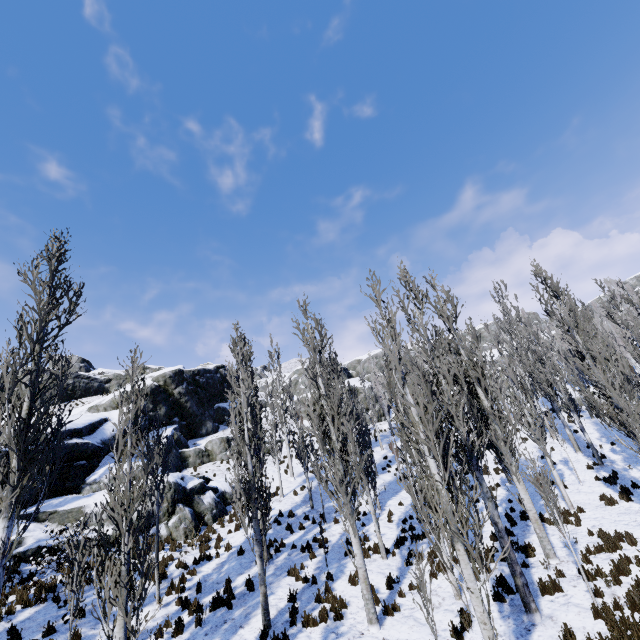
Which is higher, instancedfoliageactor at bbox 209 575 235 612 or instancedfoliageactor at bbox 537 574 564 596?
instancedfoliageactor at bbox 209 575 235 612

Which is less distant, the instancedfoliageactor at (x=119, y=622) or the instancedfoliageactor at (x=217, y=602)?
the instancedfoliageactor at (x=119, y=622)

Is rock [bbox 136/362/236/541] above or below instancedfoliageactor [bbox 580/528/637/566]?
above

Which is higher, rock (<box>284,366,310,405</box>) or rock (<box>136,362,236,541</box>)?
rock (<box>284,366,310,405</box>)

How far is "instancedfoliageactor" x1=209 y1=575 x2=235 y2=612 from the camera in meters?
10.6 m

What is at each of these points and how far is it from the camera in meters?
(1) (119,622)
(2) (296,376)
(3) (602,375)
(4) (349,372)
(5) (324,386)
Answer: (1) instancedfoliageactor, 6.2 m
(2) rock, 55.4 m
(3) instancedfoliageactor, 11.5 m
(4) rock, 58.2 m
(5) instancedfoliageactor, 11.5 m

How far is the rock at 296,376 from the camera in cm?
4500
